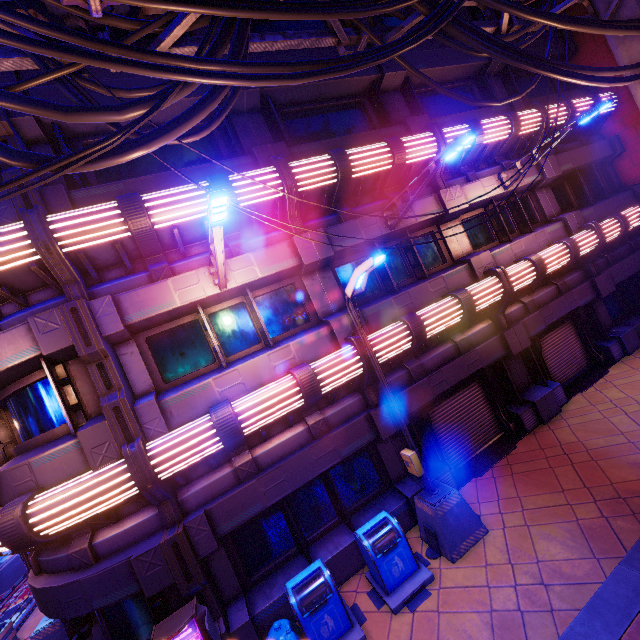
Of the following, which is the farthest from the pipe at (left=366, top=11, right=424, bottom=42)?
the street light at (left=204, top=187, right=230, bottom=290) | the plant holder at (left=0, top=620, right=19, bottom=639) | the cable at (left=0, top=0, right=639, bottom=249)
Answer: the plant holder at (left=0, top=620, right=19, bottom=639)

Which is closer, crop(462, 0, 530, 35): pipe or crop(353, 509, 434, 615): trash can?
crop(353, 509, 434, 615): trash can

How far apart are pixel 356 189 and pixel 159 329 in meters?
6.3 m

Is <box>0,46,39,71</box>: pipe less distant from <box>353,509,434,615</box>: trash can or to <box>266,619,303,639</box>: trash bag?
<box>353,509,434,615</box>: trash can

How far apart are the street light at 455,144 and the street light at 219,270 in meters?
4.5

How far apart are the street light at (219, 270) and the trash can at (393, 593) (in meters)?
5.89

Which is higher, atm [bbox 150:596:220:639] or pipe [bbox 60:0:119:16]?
pipe [bbox 60:0:119:16]

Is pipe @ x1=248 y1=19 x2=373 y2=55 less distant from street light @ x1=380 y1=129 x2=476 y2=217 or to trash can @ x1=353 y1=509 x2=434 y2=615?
street light @ x1=380 y1=129 x2=476 y2=217
